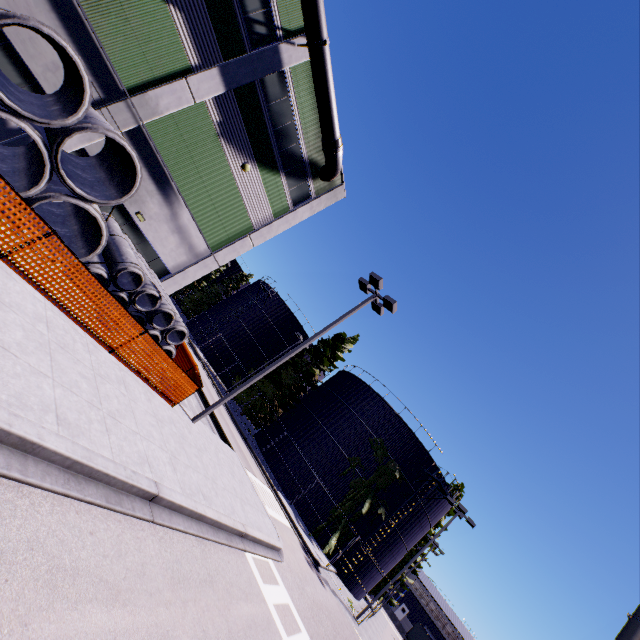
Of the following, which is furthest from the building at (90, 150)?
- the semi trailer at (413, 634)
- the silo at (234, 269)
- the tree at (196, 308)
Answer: the semi trailer at (413, 634)

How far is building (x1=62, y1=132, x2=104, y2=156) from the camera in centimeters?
1276cm

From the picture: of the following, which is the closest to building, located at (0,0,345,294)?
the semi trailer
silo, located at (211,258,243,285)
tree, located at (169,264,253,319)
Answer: tree, located at (169,264,253,319)

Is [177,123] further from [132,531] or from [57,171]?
[132,531]

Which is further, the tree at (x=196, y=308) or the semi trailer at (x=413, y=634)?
the tree at (x=196, y=308)

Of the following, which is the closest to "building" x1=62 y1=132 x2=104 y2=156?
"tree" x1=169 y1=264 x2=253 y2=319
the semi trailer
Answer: "tree" x1=169 y1=264 x2=253 y2=319

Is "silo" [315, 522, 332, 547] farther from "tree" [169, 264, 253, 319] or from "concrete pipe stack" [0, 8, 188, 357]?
"concrete pipe stack" [0, 8, 188, 357]

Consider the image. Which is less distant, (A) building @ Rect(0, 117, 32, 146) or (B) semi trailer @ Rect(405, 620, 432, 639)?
(A) building @ Rect(0, 117, 32, 146)
